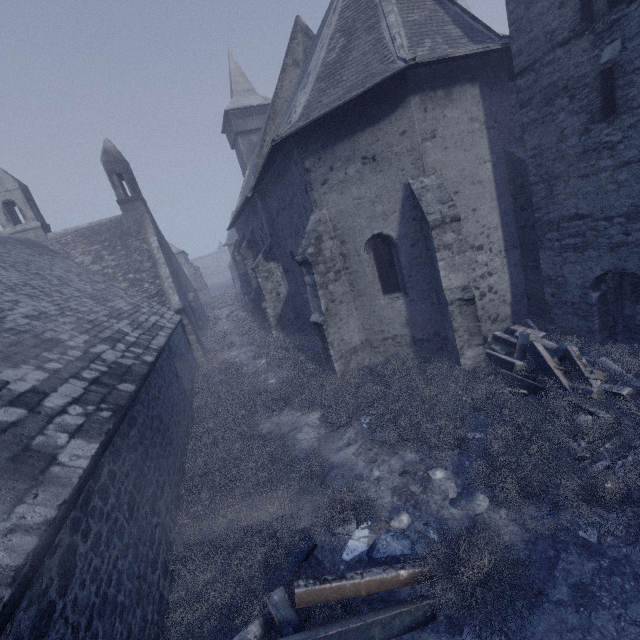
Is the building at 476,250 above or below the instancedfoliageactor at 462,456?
above

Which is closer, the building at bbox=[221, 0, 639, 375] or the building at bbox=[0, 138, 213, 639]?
the building at bbox=[0, 138, 213, 639]

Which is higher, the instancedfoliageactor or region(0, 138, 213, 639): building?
region(0, 138, 213, 639): building

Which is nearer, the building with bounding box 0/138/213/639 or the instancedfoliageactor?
the building with bounding box 0/138/213/639

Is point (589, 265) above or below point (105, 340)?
below

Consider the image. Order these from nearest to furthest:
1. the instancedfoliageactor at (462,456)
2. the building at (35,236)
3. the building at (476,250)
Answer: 1. the building at (35,236)
2. the instancedfoliageactor at (462,456)
3. the building at (476,250)

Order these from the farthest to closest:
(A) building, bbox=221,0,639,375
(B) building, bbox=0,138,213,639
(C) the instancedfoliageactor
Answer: (A) building, bbox=221,0,639,375 → (C) the instancedfoliageactor → (B) building, bbox=0,138,213,639
